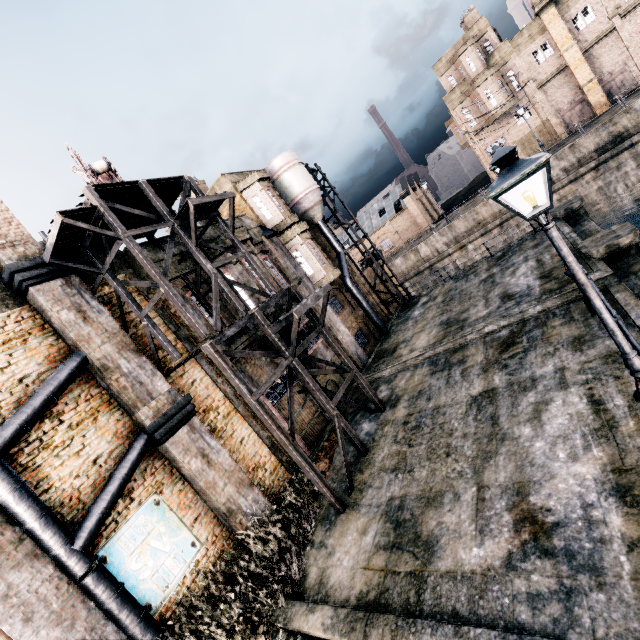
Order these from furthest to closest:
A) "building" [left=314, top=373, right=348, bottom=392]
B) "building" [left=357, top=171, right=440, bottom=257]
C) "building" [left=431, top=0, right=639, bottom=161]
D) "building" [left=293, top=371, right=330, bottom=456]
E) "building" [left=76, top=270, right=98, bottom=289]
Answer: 1. "building" [left=357, top=171, right=440, bottom=257]
2. "building" [left=431, top=0, right=639, bottom=161]
3. "building" [left=314, top=373, right=348, bottom=392]
4. "building" [left=293, top=371, right=330, bottom=456]
5. "building" [left=76, top=270, right=98, bottom=289]

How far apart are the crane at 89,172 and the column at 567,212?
21.91m

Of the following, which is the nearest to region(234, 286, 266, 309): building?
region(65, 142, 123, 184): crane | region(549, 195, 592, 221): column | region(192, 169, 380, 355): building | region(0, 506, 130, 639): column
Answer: region(192, 169, 380, 355): building

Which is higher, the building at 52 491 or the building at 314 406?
the building at 52 491

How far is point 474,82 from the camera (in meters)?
36.59

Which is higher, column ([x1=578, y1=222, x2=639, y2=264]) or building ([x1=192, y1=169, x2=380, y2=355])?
building ([x1=192, y1=169, x2=380, y2=355])

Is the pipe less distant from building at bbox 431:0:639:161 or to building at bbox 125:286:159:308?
building at bbox 125:286:159:308

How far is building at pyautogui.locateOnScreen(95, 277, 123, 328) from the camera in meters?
11.1
